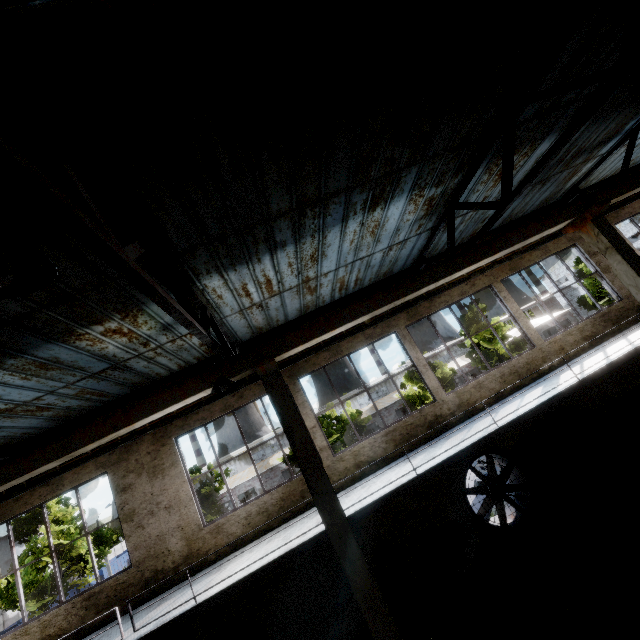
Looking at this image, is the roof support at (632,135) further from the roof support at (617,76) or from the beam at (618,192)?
the roof support at (617,76)

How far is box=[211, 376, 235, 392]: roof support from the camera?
5.47m

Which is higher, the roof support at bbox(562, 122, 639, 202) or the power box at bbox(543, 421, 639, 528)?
the roof support at bbox(562, 122, 639, 202)

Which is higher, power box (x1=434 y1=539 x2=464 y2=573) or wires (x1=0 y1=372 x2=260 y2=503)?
wires (x1=0 y1=372 x2=260 y2=503)

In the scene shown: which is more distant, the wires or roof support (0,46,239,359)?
the wires

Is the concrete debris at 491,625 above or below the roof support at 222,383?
below

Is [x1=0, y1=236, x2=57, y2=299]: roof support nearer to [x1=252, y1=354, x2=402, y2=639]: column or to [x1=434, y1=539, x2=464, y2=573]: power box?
[x1=252, y1=354, x2=402, y2=639]: column

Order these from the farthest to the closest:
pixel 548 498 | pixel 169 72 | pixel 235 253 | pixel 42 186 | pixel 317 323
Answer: pixel 548 498, pixel 317 323, pixel 235 253, pixel 169 72, pixel 42 186
